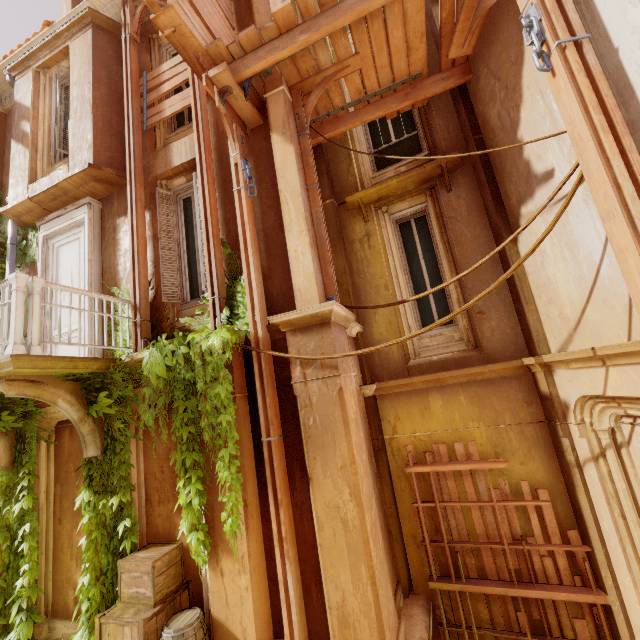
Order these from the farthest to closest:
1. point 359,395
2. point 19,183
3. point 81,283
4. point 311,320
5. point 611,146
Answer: point 19,183 → point 81,283 → point 359,395 → point 311,320 → point 611,146

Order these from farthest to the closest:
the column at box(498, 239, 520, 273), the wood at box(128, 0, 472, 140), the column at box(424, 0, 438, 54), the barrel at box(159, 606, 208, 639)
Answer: the column at box(424, 0, 438, 54)
the column at box(498, 239, 520, 273)
the wood at box(128, 0, 472, 140)
the barrel at box(159, 606, 208, 639)

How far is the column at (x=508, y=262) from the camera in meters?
5.1 m

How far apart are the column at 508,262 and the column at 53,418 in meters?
7.4

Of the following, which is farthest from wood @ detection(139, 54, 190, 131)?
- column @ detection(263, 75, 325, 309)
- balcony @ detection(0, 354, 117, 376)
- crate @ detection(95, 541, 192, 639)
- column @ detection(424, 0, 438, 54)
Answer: crate @ detection(95, 541, 192, 639)

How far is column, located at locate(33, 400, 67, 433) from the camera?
6.04m

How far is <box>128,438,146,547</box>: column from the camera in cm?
517

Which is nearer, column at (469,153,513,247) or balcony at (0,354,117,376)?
balcony at (0,354,117,376)
